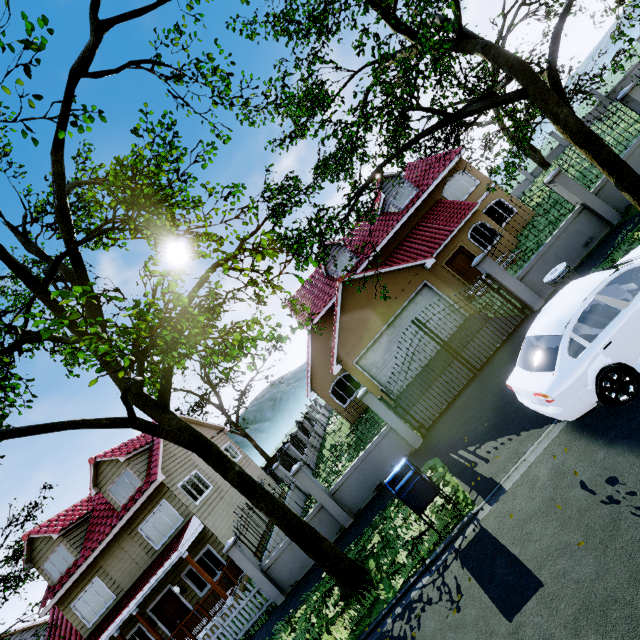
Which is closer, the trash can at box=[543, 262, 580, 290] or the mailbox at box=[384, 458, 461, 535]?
the mailbox at box=[384, 458, 461, 535]

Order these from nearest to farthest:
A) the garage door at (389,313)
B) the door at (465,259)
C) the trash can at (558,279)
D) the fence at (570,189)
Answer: the trash can at (558,279) → the fence at (570,189) → the garage door at (389,313) → the door at (465,259)

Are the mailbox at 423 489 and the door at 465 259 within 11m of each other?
no

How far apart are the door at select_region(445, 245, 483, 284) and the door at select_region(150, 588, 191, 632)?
21.6m

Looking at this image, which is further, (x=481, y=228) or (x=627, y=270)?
(x=481, y=228)

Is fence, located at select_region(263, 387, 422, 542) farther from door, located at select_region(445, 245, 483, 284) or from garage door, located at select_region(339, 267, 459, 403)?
door, located at select_region(445, 245, 483, 284)

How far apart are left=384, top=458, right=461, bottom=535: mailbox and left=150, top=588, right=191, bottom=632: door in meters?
14.9

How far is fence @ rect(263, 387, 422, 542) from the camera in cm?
1039
